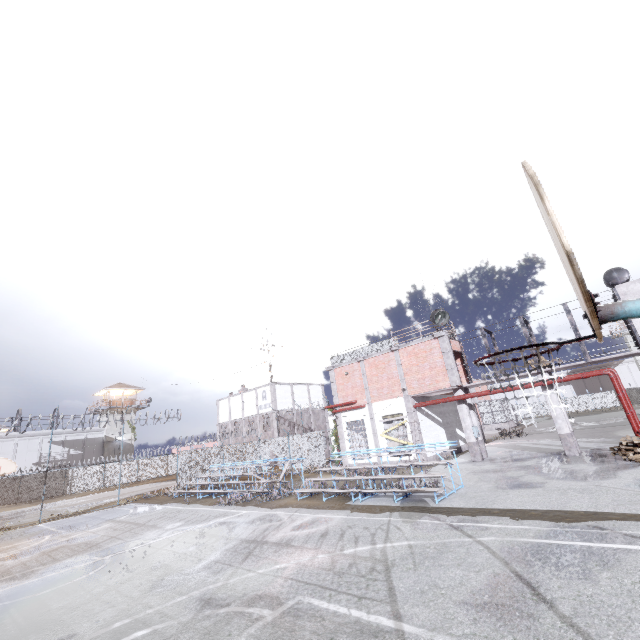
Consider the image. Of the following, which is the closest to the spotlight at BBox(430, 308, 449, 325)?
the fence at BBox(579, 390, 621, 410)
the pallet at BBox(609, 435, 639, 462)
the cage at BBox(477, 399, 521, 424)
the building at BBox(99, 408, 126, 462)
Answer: the cage at BBox(477, 399, 521, 424)

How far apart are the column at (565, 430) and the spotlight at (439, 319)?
4.98m

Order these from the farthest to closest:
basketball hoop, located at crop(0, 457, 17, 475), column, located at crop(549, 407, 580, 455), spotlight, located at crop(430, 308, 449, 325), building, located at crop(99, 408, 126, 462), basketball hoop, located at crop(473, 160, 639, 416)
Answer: building, located at crop(99, 408, 126, 462), spotlight, located at crop(430, 308, 449, 325), basketball hoop, located at crop(0, 457, 17, 475), column, located at crop(549, 407, 580, 455), basketball hoop, located at crop(473, 160, 639, 416)

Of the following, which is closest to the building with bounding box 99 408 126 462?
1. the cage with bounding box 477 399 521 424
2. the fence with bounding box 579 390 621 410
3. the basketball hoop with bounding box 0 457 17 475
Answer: the fence with bounding box 579 390 621 410

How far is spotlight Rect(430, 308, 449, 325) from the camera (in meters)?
19.20

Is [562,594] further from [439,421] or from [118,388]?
[118,388]

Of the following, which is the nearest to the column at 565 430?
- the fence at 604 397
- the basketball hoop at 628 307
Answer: the fence at 604 397

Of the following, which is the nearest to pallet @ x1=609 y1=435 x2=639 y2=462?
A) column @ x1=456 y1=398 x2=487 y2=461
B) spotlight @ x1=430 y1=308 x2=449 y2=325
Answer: column @ x1=456 y1=398 x2=487 y2=461
